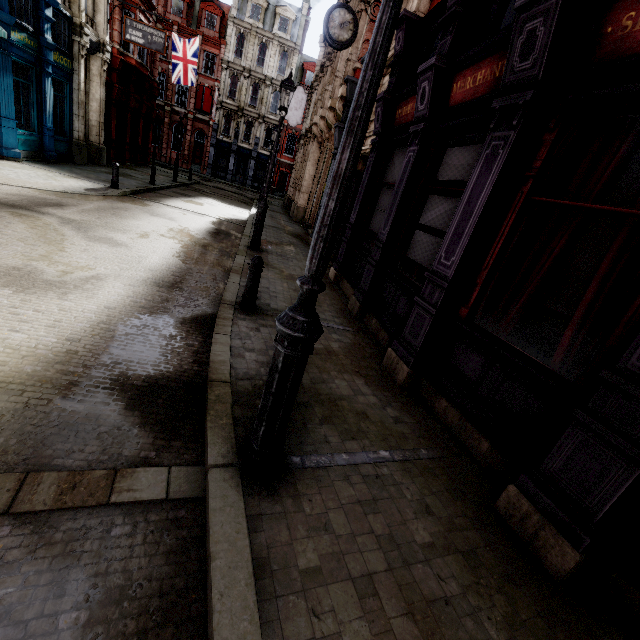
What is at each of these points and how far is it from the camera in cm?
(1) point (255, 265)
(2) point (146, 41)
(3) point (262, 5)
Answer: (1) post, 538
(2) sign, 1712
(3) roof window, 3562

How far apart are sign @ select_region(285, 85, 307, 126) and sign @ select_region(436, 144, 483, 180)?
21.2m

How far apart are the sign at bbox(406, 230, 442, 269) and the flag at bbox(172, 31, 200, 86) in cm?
2621

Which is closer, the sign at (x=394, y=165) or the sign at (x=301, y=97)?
the sign at (x=394, y=165)

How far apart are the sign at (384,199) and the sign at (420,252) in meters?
1.5 m

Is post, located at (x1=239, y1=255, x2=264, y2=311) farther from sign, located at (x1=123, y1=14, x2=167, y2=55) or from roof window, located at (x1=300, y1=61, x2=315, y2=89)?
roof window, located at (x1=300, y1=61, x2=315, y2=89)

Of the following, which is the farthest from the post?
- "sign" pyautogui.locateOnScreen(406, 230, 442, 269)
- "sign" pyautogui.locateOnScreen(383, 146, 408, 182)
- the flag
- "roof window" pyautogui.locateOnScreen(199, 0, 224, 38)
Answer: "roof window" pyautogui.locateOnScreen(199, 0, 224, 38)

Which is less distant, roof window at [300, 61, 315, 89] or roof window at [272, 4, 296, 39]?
roof window at [272, 4, 296, 39]
